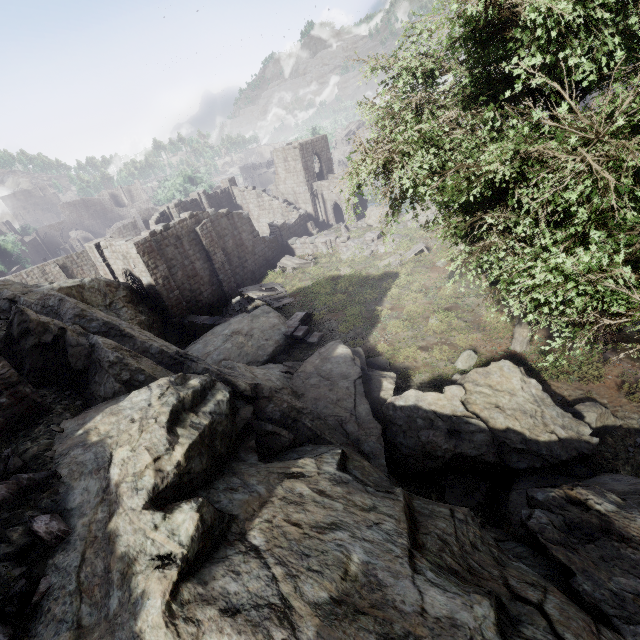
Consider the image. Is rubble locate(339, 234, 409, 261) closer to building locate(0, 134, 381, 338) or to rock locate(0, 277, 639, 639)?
building locate(0, 134, 381, 338)

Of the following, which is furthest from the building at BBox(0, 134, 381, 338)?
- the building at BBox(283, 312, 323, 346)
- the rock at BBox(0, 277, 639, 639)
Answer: the building at BBox(283, 312, 323, 346)

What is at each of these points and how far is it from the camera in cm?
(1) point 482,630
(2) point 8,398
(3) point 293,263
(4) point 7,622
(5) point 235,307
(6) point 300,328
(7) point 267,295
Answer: (1) rock, 290
(2) building, 617
(3) broken furniture, 2969
(4) rubble, 346
(5) rubble, 2414
(6) building, 1828
(7) wooden plank rubble, 2384

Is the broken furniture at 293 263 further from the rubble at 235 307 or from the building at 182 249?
the rubble at 235 307

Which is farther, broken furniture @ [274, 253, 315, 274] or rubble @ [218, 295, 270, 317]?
broken furniture @ [274, 253, 315, 274]

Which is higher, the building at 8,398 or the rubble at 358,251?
the building at 8,398

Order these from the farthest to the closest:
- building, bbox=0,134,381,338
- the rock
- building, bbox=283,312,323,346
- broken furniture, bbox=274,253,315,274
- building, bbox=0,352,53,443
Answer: broken furniture, bbox=274,253,315,274 < building, bbox=0,134,381,338 < building, bbox=283,312,323,346 < building, bbox=0,352,53,443 < the rock

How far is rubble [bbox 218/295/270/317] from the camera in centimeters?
2384cm
